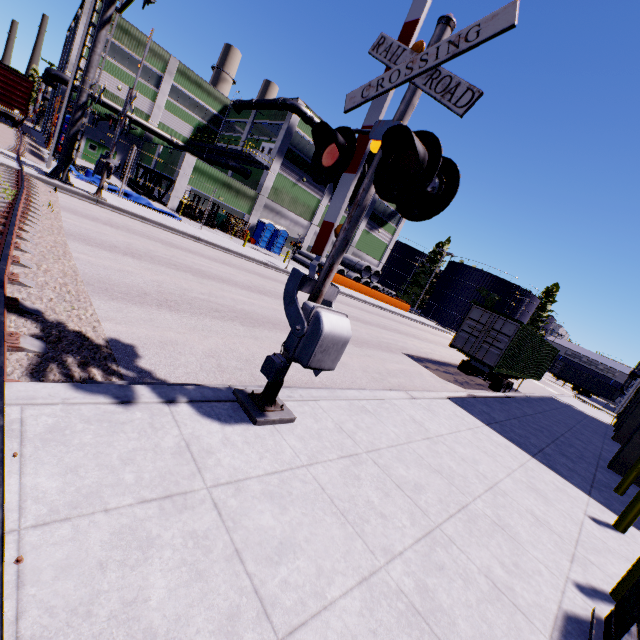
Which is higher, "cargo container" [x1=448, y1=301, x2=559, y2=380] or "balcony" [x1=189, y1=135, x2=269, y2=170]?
"balcony" [x1=189, y1=135, x2=269, y2=170]

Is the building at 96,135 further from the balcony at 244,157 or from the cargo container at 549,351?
the cargo container at 549,351

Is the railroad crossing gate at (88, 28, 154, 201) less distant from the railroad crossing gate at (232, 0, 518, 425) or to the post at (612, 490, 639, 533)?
the railroad crossing gate at (232, 0, 518, 425)

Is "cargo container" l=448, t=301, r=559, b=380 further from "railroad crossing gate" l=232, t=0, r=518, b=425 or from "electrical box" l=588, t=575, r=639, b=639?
"electrical box" l=588, t=575, r=639, b=639

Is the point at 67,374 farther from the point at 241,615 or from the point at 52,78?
the point at 52,78

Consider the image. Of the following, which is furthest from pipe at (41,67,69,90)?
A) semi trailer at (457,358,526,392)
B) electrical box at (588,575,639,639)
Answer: electrical box at (588,575,639,639)

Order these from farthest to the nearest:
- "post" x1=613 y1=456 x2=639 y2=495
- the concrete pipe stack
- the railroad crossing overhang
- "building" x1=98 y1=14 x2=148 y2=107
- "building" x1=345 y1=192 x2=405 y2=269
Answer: "building" x1=345 y1=192 x2=405 y2=269 < the concrete pipe stack < "building" x1=98 y1=14 x2=148 y2=107 < the railroad crossing overhang < "post" x1=613 y1=456 x2=639 y2=495

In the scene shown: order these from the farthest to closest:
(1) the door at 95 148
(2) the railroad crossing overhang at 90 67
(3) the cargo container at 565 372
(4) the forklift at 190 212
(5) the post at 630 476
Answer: (3) the cargo container at 565 372, (1) the door at 95 148, (4) the forklift at 190 212, (2) the railroad crossing overhang at 90 67, (5) the post at 630 476
